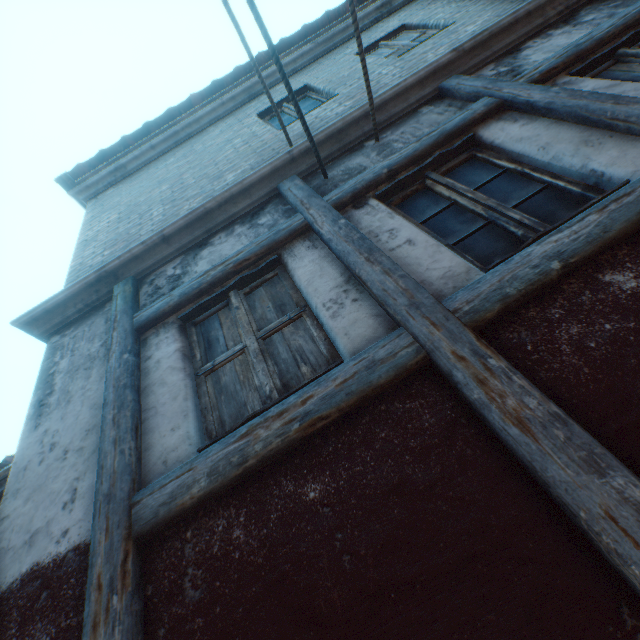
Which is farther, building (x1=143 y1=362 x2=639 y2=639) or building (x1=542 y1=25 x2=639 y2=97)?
building (x1=542 y1=25 x2=639 y2=97)

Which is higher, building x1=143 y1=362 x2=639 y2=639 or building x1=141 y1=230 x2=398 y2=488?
building x1=141 y1=230 x2=398 y2=488

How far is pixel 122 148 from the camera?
6.11m

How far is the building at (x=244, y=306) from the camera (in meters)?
1.95

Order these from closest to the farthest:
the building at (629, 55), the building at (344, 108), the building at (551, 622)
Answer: the building at (551, 622) < the building at (344, 108) < the building at (629, 55)

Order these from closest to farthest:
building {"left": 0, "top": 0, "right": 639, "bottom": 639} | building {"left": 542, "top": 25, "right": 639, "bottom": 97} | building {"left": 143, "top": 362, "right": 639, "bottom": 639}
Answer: building {"left": 143, "top": 362, "right": 639, "bottom": 639} < building {"left": 0, "top": 0, "right": 639, "bottom": 639} < building {"left": 542, "top": 25, "right": 639, "bottom": 97}
